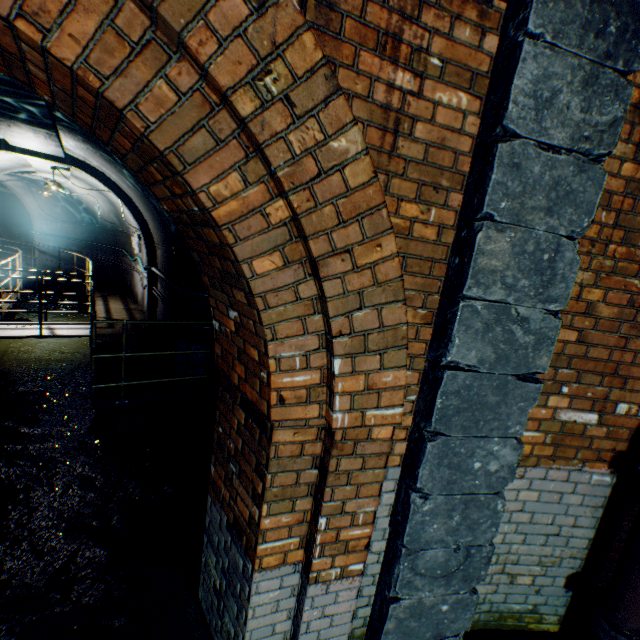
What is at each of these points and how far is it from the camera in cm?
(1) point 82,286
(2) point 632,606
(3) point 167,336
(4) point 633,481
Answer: (1) walkway, 1256
(2) pipe, 206
(3) building tunnel, 734
(4) pipe end, 207

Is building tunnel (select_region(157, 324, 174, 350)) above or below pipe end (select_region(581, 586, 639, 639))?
below

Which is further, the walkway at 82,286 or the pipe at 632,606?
the walkway at 82,286

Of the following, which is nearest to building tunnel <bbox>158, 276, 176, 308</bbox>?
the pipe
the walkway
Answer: the walkway

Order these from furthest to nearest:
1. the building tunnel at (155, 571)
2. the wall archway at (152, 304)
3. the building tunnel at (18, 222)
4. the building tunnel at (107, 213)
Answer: the building tunnel at (107, 213) < the building tunnel at (18, 222) < the wall archway at (152, 304) < the building tunnel at (155, 571)

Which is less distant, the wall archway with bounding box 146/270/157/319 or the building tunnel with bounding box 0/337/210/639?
the building tunnel with bounding box 0/337/210/639

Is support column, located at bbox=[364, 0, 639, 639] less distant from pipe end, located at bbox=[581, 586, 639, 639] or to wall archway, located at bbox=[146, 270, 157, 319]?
pipe end, located at bbox=[581, 586, 639, 639]
